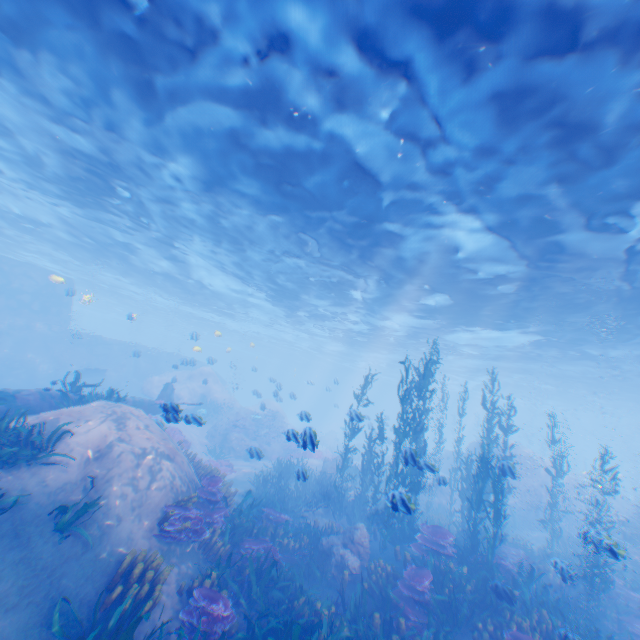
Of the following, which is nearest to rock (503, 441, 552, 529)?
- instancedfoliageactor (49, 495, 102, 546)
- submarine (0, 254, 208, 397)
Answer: submarine (0, 254, 208, 397)

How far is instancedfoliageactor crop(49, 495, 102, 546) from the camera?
6.32m

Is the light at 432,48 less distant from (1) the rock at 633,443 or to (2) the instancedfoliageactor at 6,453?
(1) the rock at 633,443

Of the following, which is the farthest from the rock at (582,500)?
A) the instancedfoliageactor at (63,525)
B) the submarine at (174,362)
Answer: the instancedfoliageactor at (63,525)

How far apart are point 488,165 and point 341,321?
21.9 meters

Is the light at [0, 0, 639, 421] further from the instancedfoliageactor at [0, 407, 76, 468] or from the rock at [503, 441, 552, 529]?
the instancedfoliageactor at [0, 407, 76, 468]

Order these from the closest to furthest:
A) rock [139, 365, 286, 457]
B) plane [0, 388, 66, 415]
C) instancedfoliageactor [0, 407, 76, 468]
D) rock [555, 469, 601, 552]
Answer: instancedfoliageactor [0, 407, 76, 468]
plane [0, 388, 66, 415]
rock [555, 469, 601, 552]
rock [139, 365, 286, 457]
